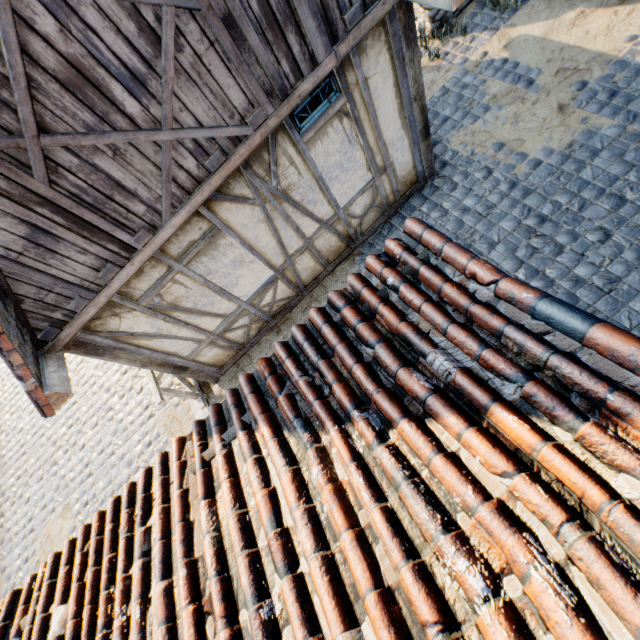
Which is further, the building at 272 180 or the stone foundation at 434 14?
the stone foundation at 434 14

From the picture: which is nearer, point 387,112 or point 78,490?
point 387,112

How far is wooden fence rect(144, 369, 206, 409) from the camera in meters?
5.4 m

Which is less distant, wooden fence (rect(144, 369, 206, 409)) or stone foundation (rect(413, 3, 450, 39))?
wooden fence (rect(144, 369, 206, 409))

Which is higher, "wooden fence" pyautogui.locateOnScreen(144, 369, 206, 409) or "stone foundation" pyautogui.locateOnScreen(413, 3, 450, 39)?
"wooden fence" pyautogui.locateOnScreen(144, 369, 206, 409)

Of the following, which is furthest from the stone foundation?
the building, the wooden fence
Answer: the wooden fence

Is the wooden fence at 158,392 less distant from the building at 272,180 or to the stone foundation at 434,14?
the building at 272,180
